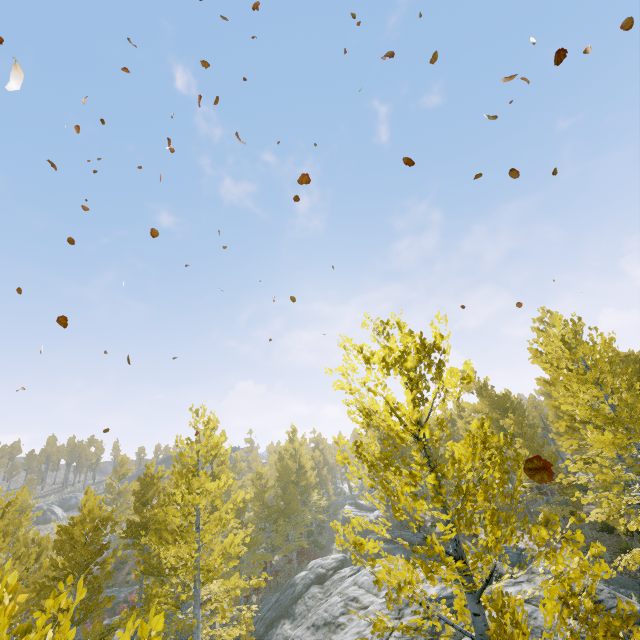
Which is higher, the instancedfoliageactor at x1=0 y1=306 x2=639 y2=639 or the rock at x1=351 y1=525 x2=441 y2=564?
the instancedfoliageactor at x1=0 y1=306 x2=639 y2=639

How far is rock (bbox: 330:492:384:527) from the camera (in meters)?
33.31

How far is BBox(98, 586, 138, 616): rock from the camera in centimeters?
2716cm

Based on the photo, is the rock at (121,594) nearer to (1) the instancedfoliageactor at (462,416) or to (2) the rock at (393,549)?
(1) the instancedfoliageactor at (462,416)

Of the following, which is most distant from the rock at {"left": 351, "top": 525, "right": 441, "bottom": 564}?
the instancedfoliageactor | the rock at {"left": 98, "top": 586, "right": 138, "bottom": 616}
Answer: the rock at {"left": 98, "top": 586, "right": 138, "bottom": 616}

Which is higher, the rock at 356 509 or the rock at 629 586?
the rock at 356 509

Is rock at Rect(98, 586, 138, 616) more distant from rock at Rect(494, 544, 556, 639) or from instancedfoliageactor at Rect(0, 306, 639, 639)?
rock at Rect(494, 544, 556, 639)

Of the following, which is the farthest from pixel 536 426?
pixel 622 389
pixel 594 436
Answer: pixel 622 389
